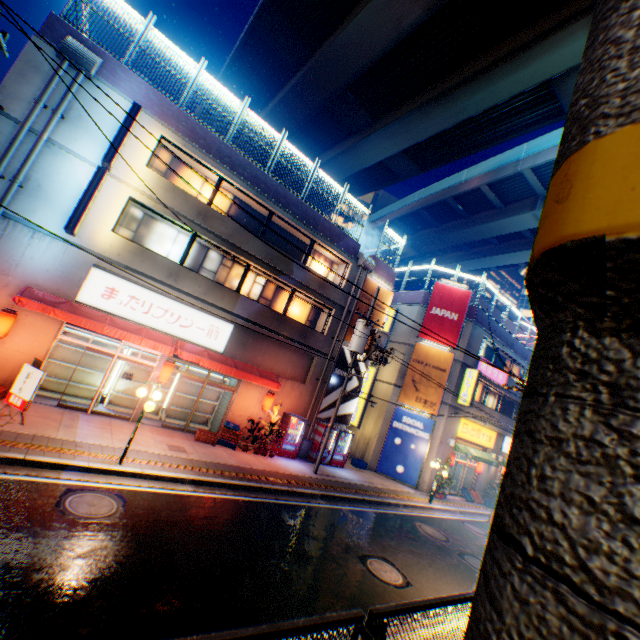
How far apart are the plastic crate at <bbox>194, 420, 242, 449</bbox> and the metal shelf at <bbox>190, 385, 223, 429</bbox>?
1.5m

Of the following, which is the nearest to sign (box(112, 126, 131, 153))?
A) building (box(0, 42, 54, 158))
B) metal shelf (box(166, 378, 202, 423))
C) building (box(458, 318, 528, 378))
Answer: building (box(0, 42, 54, 158))

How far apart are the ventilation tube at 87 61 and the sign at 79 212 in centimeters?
320cm

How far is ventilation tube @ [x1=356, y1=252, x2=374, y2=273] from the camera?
19.2m

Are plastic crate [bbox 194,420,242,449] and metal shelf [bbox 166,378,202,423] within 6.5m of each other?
yes

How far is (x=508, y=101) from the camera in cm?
2148

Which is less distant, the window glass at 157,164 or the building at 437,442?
the window glass at 157,164

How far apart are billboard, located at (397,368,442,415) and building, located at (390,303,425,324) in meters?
0.1
